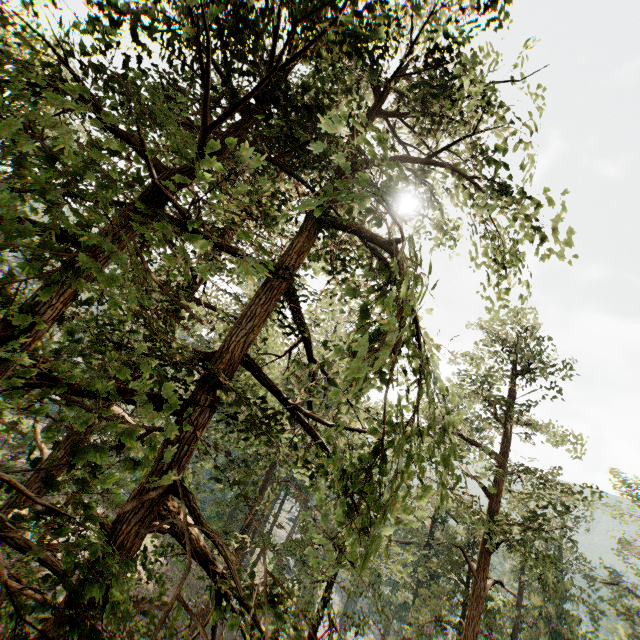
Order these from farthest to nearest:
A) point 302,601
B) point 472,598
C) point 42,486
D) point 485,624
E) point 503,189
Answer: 1. point 302,601
2. point 485,624
3. point 472,598
4. point 42,486
5. point 503,189
